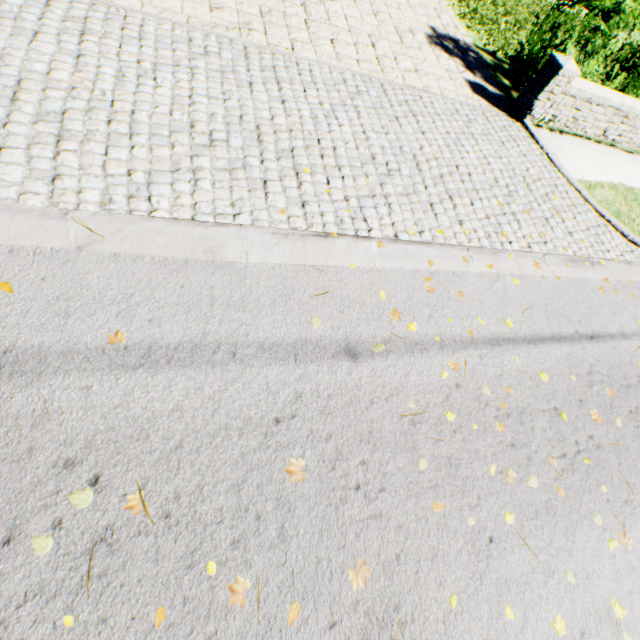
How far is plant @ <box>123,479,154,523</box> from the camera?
1.9 meters

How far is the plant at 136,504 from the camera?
1.9 meters

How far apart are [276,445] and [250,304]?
1.1 meters
